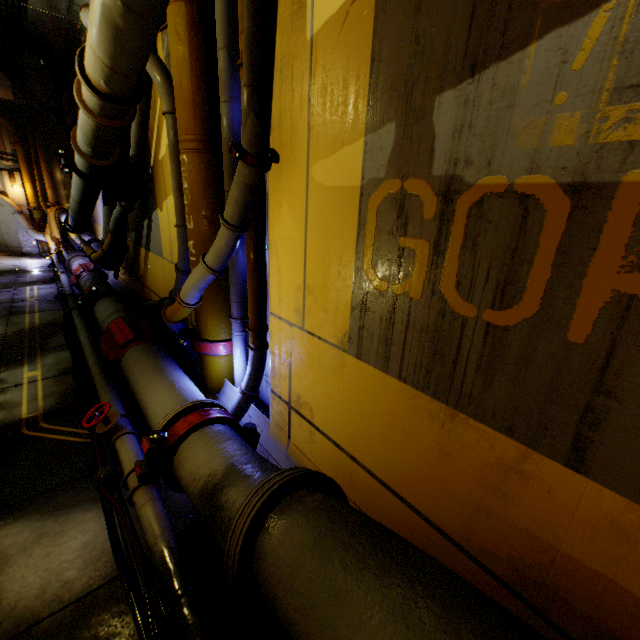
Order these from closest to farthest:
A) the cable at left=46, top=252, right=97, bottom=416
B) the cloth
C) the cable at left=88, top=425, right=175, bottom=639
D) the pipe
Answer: the pipe < the cable at left=88, top=425, right=175, bottom=639 < the cable at left=46, top=252, right=97, bottom=416 < the cloth

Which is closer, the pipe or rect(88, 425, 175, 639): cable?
the pipe

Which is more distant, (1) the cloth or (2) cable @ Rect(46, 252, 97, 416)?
(1) the cloth

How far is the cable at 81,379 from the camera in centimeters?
516cm

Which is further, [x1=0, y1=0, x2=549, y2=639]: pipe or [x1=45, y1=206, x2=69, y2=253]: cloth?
[x1=45, y1=206, x2=69, y2=253]: cloth

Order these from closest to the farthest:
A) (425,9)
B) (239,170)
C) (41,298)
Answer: (425,9) < (239,170) < (41,298)

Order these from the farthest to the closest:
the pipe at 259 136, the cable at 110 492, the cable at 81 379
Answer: the cable at 81 379, the cable at 110 492, the pipe at 259 136
